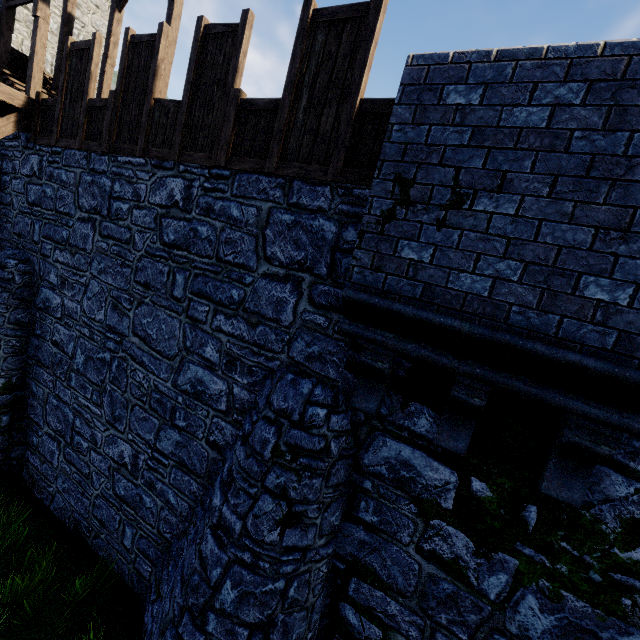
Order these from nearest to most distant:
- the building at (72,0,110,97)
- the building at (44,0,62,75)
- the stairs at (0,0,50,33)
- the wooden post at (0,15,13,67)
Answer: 1. the stairs at (0,0,50,33)
2. the wooden post at (0,15,13,67)
3. the building at (44,0,62,75)
4. the building at (72,0,110,97)

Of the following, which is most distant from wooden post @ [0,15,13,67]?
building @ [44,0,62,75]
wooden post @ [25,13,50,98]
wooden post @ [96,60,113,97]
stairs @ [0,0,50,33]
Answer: building @ [44,0,62,75]

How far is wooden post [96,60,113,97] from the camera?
10.7 meters

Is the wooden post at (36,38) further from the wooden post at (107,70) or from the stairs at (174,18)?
the wooden post at (107,70)

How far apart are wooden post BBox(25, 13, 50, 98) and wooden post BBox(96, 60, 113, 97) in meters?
1.5 m

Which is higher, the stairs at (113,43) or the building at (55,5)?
the building at (55,5)

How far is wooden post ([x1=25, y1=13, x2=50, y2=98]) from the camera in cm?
912

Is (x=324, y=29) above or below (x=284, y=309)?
above
